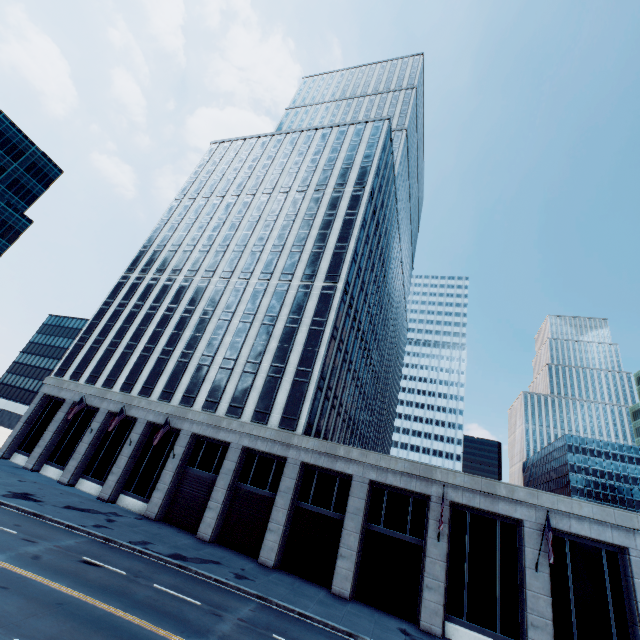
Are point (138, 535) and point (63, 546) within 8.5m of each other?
yes
